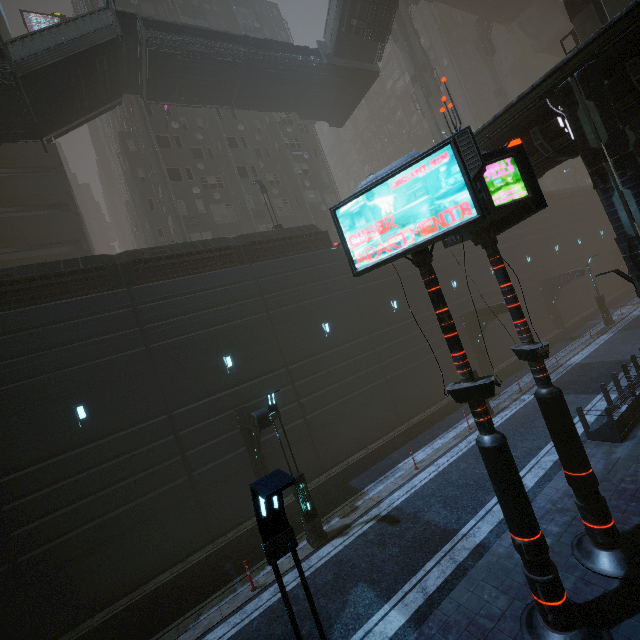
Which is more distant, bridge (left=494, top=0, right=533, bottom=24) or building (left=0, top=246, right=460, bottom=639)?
bridge (left=494, top=0, right=533, bottom=24)

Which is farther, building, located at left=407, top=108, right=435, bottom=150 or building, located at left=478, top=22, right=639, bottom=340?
building, located at left=407, top=108, right=435, bottom=150

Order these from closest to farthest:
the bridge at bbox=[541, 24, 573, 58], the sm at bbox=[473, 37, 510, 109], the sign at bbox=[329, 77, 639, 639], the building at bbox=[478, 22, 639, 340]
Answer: the sign at bbox=[329, 77, 639, 639] → the building at bbox=[478, 22, 639, 340] → the sm at bbox=[473, 37, 510, 109] → the bridge at bbox=[541, 24, 573, 58]

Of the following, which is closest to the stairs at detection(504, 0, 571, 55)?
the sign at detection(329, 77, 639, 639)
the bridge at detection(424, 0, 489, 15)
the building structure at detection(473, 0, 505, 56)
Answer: the bridge at detection(424, 0, 489, 15)

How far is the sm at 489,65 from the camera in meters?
44.7

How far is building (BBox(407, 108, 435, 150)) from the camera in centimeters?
5606cm

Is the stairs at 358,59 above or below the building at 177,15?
below

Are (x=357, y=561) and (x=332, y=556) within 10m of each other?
yes
